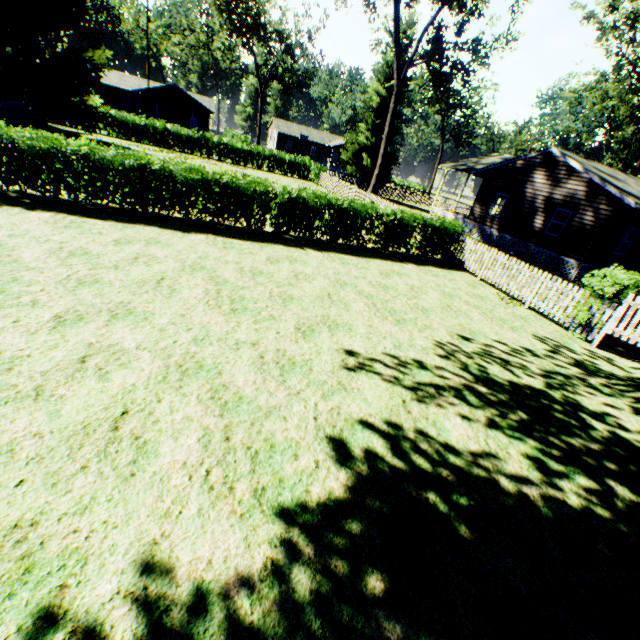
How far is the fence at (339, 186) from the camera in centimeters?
2186cm

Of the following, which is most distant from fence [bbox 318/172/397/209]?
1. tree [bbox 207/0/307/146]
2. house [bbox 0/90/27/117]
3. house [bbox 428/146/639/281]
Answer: house [bbox 0/90/27/117]

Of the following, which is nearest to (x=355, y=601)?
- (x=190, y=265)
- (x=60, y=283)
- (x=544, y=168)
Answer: (x=60, y=283)

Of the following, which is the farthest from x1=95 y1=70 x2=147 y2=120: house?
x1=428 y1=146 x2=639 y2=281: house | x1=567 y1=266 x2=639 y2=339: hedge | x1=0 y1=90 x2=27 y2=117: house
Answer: x1=567 y1=266 x2=639 y2=339: hedge

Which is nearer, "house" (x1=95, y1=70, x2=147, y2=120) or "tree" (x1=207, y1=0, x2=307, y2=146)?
"tree" (x1=207, y1=0, x2=307, y2=146)

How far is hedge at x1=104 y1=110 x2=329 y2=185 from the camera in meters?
29.1

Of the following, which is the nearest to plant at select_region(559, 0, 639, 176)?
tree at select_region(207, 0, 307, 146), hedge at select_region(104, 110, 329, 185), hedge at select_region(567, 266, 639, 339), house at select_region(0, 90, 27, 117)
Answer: house at select_region(0, 90, 27, 117)

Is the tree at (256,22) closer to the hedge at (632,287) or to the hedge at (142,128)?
the hedge at (142,128)
